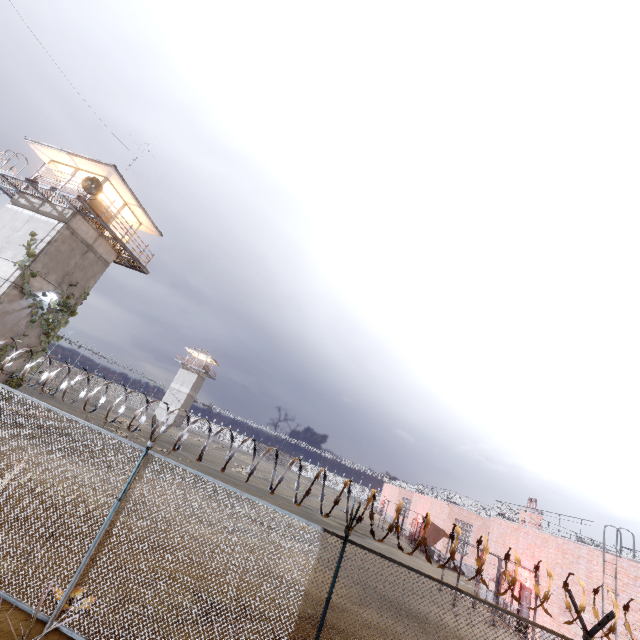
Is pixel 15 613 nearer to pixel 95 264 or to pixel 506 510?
pixel 95 264

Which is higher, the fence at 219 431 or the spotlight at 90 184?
the spotlight at 90 184

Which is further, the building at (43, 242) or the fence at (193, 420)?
the building at (43, 242)

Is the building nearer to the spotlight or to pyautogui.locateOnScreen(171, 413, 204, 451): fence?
the spotlight

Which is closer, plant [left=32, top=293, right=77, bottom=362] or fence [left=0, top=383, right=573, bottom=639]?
Answer: fence [left=0, top=383, right=573, bottom=639]

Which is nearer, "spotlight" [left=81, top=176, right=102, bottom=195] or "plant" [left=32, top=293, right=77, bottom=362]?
"spotlight" [left=81, top=176, right=102, bottom=195]

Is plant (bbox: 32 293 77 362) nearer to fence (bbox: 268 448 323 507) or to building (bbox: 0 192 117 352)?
building (bbox: 0 192 117 352)

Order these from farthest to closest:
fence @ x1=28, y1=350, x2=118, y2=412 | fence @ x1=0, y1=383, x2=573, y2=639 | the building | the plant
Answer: the plant < the building < fence @ x1=28, y1=350, x2=118, y2=412 < fence @ x1=0, y1=383, x2=573, y2=639
